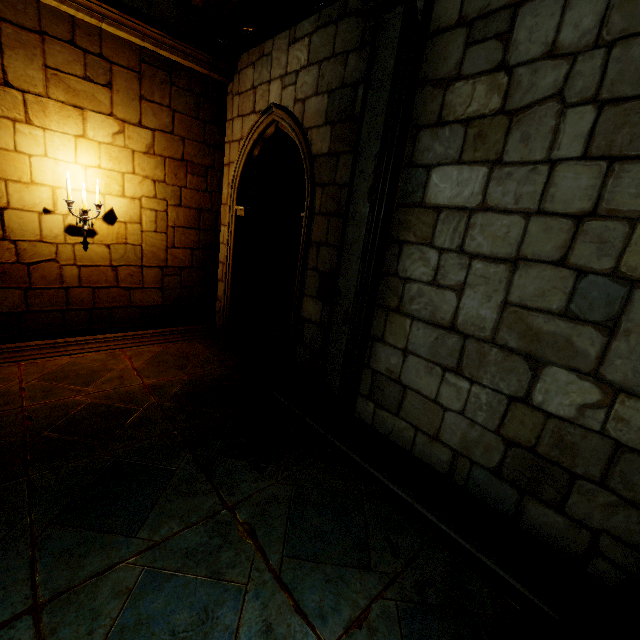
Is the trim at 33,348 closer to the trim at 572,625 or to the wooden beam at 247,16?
the wooden beam at 247,16

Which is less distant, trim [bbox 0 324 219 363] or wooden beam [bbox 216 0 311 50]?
wooden beam [bbox 216 0 311 50]

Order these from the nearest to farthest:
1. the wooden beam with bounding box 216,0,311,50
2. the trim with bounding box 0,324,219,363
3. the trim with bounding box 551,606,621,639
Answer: the trim with bounding box 551,606,621,639 → the wooden beam with bounding box 216,0,311,50 → the trim with bounding box 0,324,219,363

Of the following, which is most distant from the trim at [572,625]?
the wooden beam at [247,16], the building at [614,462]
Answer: the wooden beam at [247,16]

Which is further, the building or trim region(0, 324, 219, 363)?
trim region(0, 324, 219, 363)

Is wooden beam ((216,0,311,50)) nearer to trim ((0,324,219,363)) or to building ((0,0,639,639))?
building ((0,0,639,639))

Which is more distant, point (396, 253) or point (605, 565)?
point (396, 253)

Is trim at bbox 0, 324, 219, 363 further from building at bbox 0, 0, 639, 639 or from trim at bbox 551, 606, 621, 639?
trim at bbox 551, 606, 621, 639
